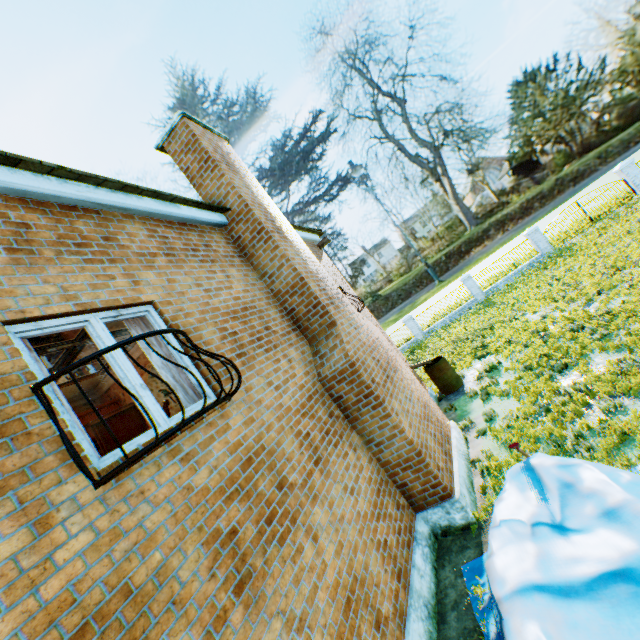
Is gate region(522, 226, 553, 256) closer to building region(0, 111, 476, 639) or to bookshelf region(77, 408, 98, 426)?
building region(0, 111, 476, 639)

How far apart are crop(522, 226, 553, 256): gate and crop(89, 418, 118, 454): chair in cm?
2572

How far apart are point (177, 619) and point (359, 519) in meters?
3.2

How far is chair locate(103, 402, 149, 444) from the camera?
4.0 meters

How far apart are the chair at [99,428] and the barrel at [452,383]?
10.4 meters

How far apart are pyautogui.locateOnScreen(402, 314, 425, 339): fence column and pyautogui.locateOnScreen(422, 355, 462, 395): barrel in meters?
13.1

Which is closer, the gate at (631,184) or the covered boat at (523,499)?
the covered boat at (523,499)
